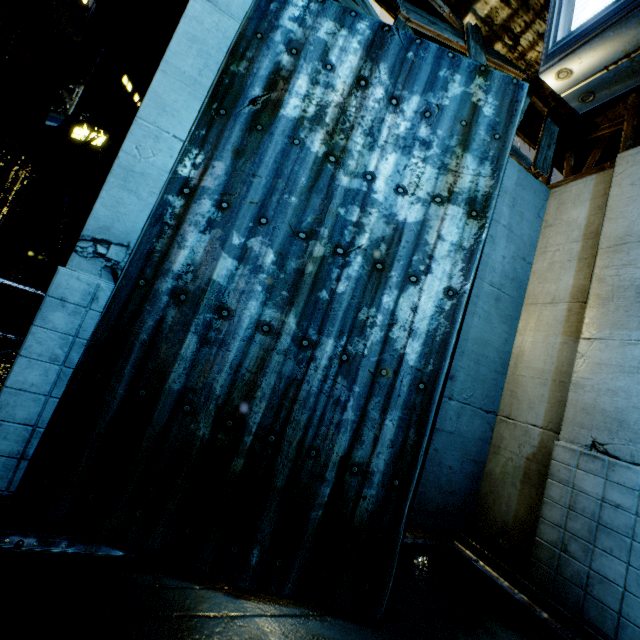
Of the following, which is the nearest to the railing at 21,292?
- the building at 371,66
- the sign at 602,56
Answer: the building at 371,66

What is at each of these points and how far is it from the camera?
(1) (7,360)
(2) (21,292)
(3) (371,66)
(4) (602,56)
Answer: (1) building vent, 10.2 meters
(2) railing, 2.8 meters
(3) building, 3.2 meters
(4) sign, 2.0 meters

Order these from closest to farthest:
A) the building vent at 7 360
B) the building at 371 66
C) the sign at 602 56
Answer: the sign at 602 56 → the building at 371 66 → the building vent at 7 360

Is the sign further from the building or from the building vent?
the building vent

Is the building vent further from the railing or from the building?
the railing

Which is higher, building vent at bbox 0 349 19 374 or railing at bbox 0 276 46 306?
railing at bbox 0 276 46 306

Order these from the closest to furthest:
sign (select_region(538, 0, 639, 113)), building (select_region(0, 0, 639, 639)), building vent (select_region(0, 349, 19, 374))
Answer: sign (select_region(538, 0, 639, 113)) → building (select_region(0, 0, 639, 639)) → building vent (select_region(0, 349, 19, 374))

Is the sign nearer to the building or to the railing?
the building
